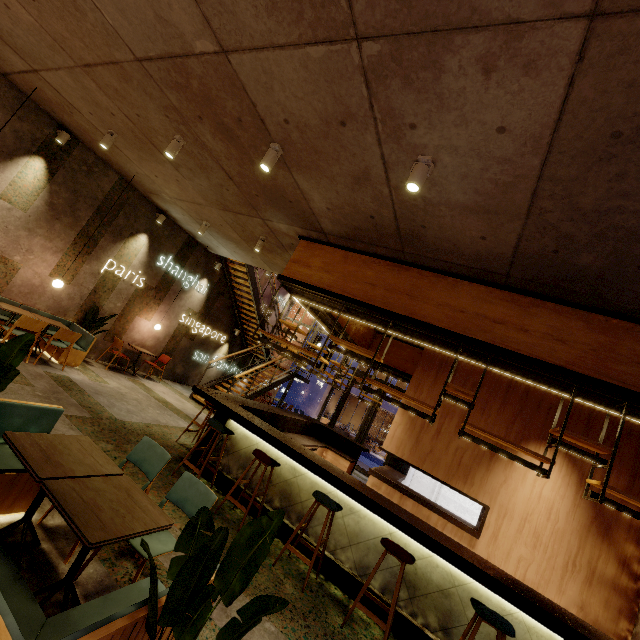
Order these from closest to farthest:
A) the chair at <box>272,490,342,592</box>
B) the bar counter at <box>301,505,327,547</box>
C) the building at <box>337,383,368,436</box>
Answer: the chair at <box>272,490,342,592</box>, the bar counter at <box>301,505,327,547</box>, the building at <box>337,383,368,436</box>

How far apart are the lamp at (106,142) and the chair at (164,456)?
5.6 meters

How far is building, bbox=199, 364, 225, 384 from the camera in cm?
1296

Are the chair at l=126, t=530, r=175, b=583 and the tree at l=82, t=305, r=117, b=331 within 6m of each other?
no

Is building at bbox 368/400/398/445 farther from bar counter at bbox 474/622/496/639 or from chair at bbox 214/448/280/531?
chair at bbox 214/448/280/531

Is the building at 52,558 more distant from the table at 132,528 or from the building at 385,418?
the building at 385,418

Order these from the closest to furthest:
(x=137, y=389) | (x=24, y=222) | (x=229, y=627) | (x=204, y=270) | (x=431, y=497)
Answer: (x=229, y=627), (x=24, y=222), (x=137, y=389), (x=431, y=497), (x=204, y=270)

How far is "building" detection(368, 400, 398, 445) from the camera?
29.3m
